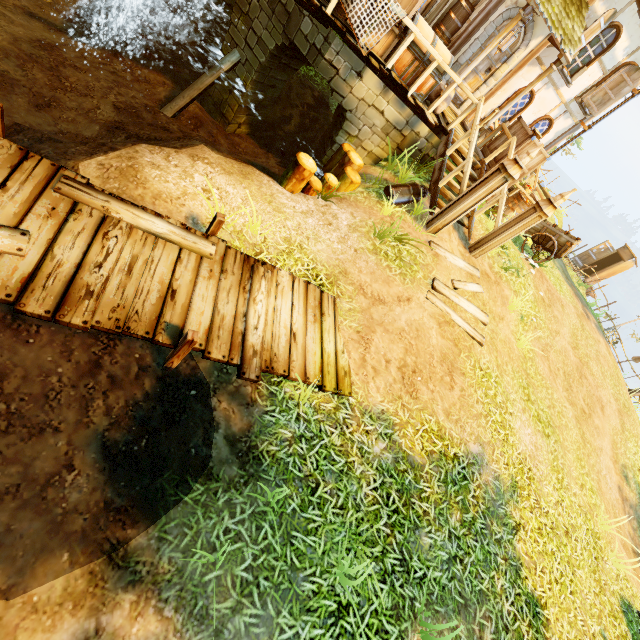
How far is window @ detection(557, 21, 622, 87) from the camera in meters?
9.4

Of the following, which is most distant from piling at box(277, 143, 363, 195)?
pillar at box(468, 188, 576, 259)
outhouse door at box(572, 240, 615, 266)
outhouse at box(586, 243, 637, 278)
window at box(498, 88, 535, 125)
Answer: outhouse at box(586, 243, 637, 278)

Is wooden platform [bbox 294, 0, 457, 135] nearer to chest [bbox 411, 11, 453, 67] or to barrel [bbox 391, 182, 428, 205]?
chest [bbox 411, 11, 453, 67]

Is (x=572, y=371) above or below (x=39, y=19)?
above

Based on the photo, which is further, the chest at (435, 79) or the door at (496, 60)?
the door at (496, 60)

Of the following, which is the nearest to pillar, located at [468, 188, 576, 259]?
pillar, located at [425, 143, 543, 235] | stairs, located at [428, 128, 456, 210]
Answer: stairs, located at [428, 128, 456, 210]

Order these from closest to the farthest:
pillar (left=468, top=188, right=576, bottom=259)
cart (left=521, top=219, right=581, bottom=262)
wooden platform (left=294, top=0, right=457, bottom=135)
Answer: wooden platform (left=294, top=0, right=457, bottom=135) → pillar (left=468, top=188, right=576, bottom=259) → cart (left=521, top=219, right=581, bottom=262)

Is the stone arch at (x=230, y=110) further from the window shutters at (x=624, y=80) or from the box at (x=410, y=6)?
the window shutters at (x=624, y=80)
